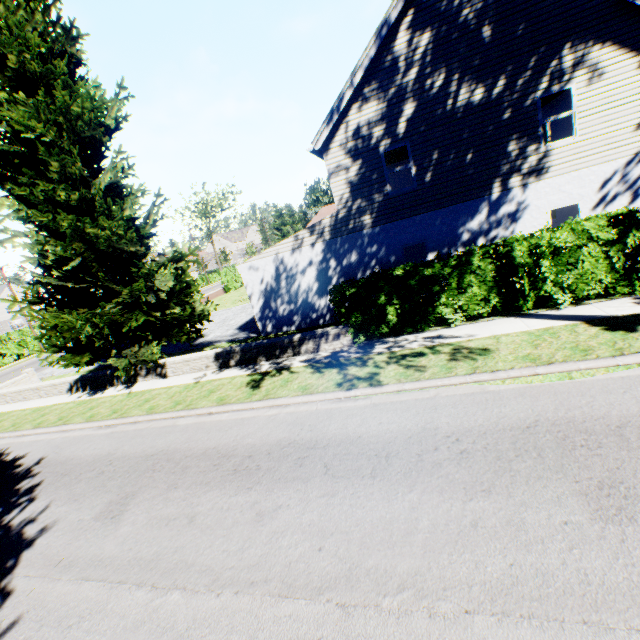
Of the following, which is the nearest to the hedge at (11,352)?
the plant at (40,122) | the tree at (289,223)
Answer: the tree at (289,223)

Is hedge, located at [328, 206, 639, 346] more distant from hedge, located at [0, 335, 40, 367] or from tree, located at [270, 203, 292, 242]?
tree, located at [270, 203, 292, 242]

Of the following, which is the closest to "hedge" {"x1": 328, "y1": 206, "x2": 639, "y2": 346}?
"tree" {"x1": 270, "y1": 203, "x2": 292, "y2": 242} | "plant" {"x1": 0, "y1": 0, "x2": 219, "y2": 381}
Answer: "plant" {"x1": 0, "y1": 0, "x2": 219, "y2": 381}

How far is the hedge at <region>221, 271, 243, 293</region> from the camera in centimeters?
3831cm

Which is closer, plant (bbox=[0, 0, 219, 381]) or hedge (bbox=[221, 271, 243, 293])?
plant (bbox=[0, 0, 219, 381])

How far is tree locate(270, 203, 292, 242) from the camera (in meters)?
55.97

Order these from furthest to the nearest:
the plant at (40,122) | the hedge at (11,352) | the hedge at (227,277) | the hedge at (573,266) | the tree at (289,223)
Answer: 1. the tree at (289,223)
2. the hedge at (227,277)
3. the hedge at (11,352)
4. the plant at (40,122)
5. the hedge at (573,266)

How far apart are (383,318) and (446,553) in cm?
686
